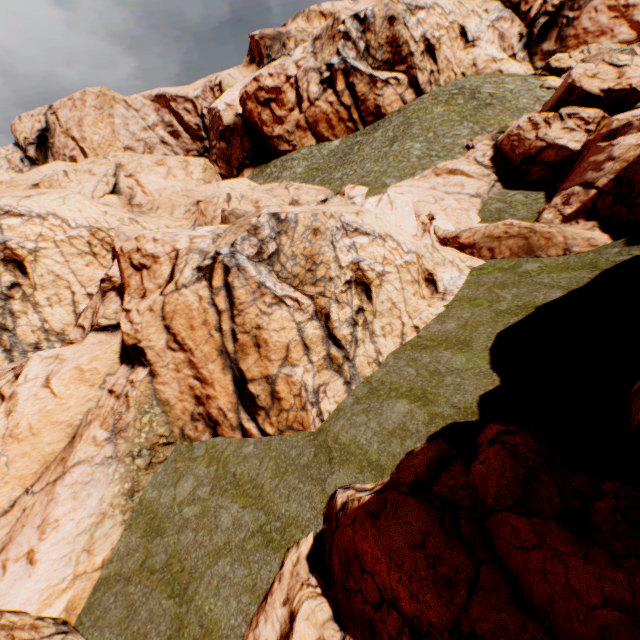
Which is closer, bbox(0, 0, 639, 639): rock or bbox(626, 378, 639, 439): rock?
bbox(626, 378, 639, 439): rock

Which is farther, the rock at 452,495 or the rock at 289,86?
the rock at 289,86

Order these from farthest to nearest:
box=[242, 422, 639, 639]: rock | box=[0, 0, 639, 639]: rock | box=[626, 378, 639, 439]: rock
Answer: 1. box=[0, 0, 639, 639]: rock
2. box=[626, 378, 639, 439]: rock
3. box=[242, 422, 639, 639]: rock

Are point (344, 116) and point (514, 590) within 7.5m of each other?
no
